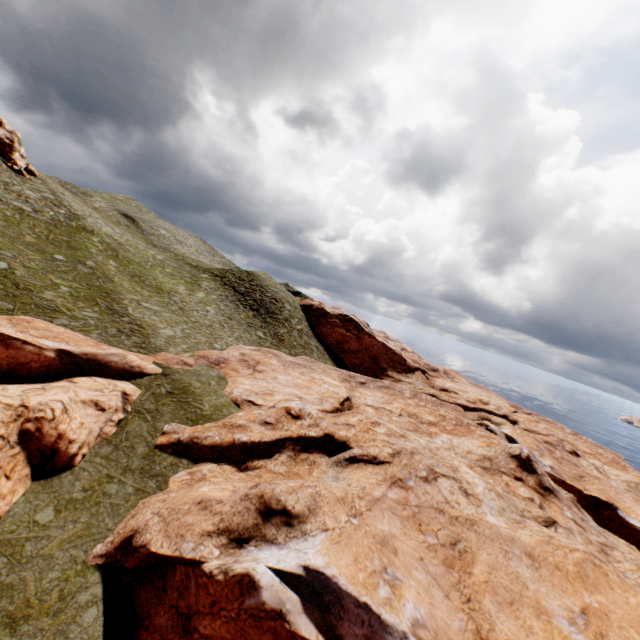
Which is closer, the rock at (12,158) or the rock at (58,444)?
the rock at (58,444)

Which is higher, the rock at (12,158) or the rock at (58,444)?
the rock at (12,158)

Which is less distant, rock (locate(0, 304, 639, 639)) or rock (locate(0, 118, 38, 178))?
rock (locate(0, 304, 639, 639))

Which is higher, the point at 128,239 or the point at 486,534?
the point at 128,239

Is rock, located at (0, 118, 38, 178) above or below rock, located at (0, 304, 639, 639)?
above
